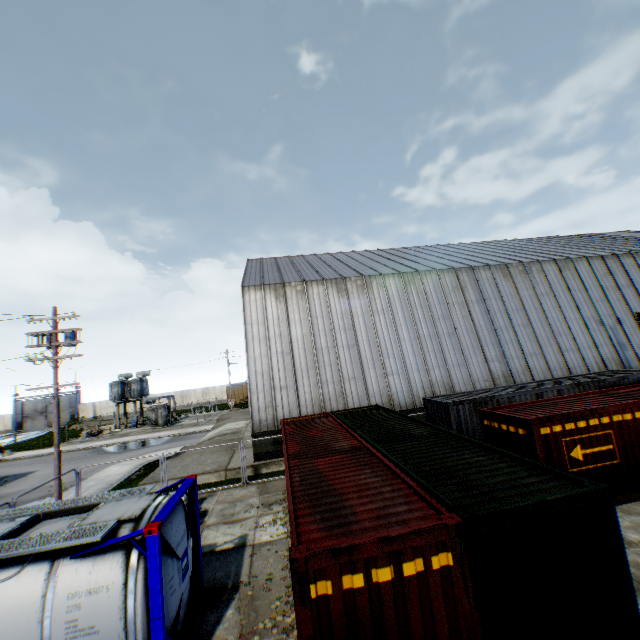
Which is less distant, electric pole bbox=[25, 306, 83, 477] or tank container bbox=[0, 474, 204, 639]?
tank container bbox=[0, 474, 204, 639]

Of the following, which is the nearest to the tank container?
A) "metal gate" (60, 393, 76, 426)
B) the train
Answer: the train

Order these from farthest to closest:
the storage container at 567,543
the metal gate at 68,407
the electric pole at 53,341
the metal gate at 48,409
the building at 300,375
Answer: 1. the metal gate at 68,407
2. the metal gate at 48,409
3. the building at 300,375
4. the electric pole at 53,341
5. the storage container at 567,543

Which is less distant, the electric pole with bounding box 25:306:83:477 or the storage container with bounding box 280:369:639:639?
the storage container with bounding box 280:369:639:639

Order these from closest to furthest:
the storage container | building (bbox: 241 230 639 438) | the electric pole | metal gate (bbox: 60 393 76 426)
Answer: the storage container, the electric pole, building (bbox: 241 230 639 438), metal gate (bbox: 60 393 76 426)

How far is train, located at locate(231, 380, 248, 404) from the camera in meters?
57.0 m

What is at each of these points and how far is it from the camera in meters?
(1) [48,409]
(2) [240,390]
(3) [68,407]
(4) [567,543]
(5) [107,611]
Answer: (1) metal gate, 59.2 m
(2) train, 57.5 m
(3) metal gate, 59.7 m
(4) storage container, 5.0 m
(5) tank container, 5.6 m

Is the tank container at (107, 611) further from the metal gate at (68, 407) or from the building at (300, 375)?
the metal gate at (68, 407)
